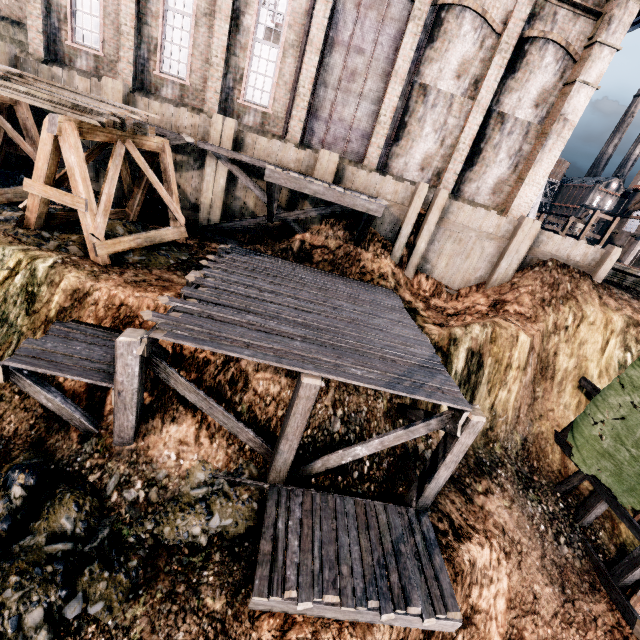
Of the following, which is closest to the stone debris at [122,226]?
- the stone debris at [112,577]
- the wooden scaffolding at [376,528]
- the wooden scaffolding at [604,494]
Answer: the wooden scaffolding at [376,528]

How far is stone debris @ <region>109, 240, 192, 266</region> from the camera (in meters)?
11.48

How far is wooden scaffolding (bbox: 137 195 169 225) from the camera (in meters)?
15.76

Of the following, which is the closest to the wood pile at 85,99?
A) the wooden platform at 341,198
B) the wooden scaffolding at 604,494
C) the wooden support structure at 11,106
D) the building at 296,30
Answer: the wooden support structure at 11,106

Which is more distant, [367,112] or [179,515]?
[367,112]

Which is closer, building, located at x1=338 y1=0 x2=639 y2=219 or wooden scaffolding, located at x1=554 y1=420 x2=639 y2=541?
wooden scaffolding, located at x1=554 y1=420 x2=639 y2=541

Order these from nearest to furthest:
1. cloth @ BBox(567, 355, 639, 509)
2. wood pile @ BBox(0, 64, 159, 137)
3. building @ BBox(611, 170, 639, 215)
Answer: wood pile @ BBox(0, 64, 159, 137), cloth @ BBox(567, 355, 639, 509), building @ BBox(611, 170, 639, 215)

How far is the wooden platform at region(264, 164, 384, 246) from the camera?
12.8m
